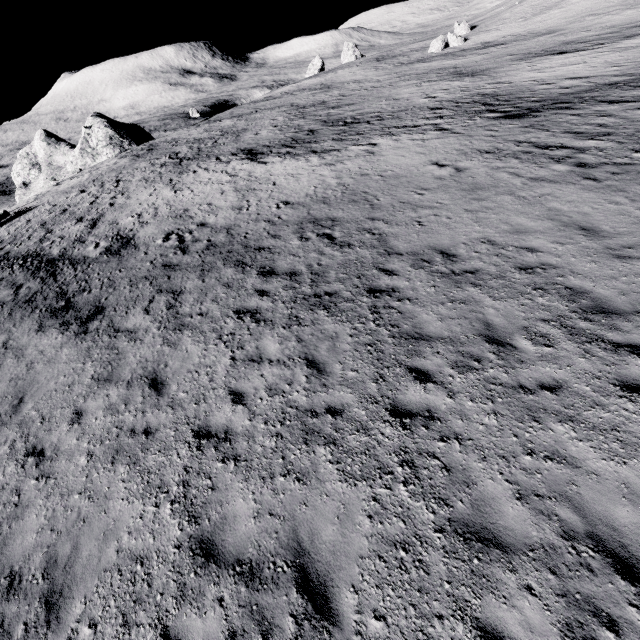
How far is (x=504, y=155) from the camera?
15.7m

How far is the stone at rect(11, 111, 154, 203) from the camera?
46.1m

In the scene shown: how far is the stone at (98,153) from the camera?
46.09m
